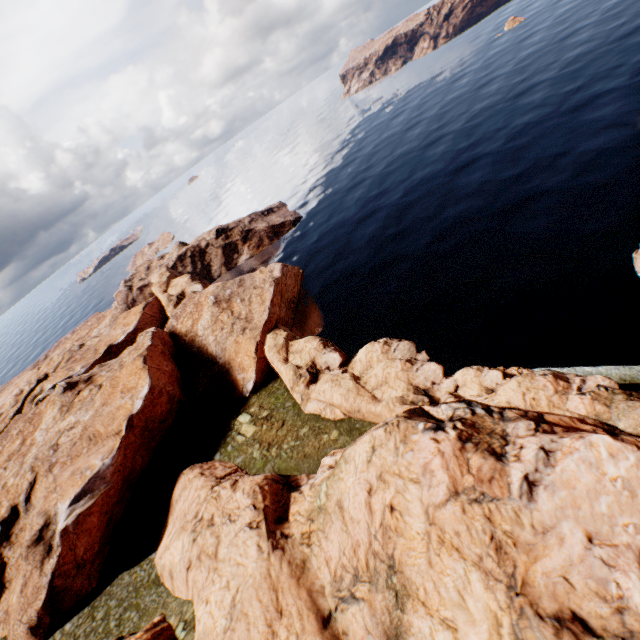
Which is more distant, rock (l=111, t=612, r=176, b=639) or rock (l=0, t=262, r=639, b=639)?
rock (l=111, t=612, r=176, b=639)

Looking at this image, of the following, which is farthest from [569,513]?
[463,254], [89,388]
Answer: [89,388]

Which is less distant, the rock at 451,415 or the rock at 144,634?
the rock at 451,415
